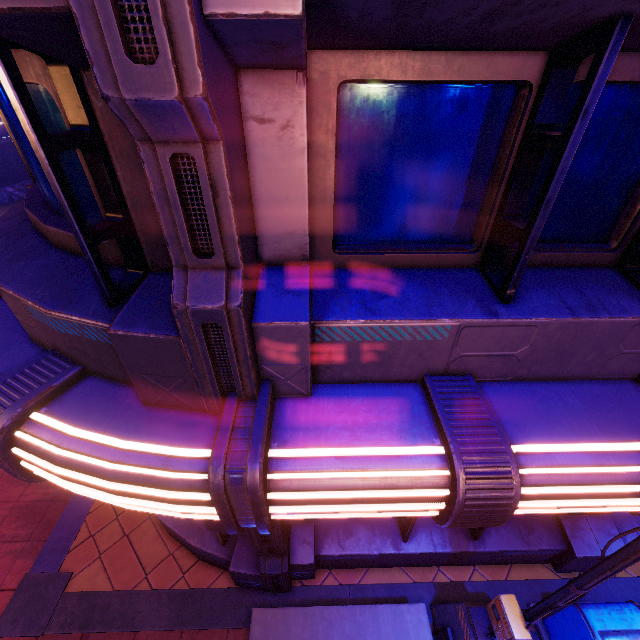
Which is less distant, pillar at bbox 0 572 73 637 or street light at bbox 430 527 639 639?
street light at bbox 430 527 639 639

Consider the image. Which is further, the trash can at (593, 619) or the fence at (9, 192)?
the fence at (9, 192)

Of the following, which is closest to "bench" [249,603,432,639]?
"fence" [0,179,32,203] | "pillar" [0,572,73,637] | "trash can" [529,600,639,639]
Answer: "trash can" [529,600,639,639]

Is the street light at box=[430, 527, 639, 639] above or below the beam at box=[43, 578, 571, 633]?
above

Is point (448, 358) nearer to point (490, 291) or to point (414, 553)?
point (490, 291)

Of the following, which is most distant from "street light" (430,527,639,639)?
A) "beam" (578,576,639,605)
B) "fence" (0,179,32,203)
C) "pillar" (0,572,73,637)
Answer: "fence" (0,179,32,203)

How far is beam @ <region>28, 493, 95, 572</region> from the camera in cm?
554

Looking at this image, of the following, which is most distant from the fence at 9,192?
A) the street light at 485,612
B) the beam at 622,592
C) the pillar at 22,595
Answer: the street light at 485,612
